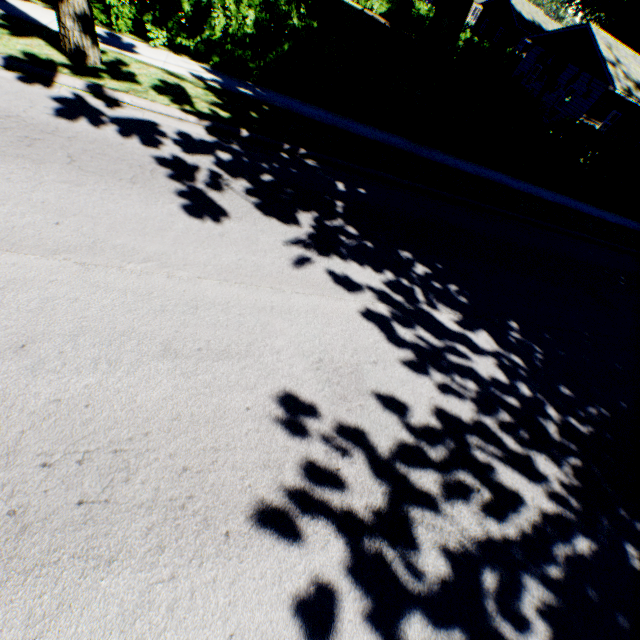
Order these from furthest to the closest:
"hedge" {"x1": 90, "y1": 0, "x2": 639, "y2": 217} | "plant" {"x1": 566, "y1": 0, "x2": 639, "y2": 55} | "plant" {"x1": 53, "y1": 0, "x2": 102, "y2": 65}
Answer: "plant" {"x1": 566, "y1": 0, "x2": 639, "y2": 55}
"hedge" {"x1": 90, "y1": 0, "x2": 639, "y2": 217}
"plant" {"x1": 53, "y1": 0, "x2": 102, "y2": 65}

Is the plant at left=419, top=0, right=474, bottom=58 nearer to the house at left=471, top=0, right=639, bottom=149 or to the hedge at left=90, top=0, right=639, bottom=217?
the house at left=471, top=0, right=639, bottom=149

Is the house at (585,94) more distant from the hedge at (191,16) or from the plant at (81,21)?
the hedge at (191,16)

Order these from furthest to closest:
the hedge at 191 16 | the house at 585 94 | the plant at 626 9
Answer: the plant at 626 9 → the house at 585 94 → the hedge at 191 16

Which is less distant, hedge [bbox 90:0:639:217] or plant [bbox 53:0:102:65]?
plant [bbox 53:0:102:65]

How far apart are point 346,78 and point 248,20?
2.9m

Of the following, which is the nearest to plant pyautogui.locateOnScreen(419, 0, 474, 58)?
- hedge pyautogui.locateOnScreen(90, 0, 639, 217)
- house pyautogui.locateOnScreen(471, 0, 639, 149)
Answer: house pyautogui.locateOnScreen(471, 0, 639, 149)
